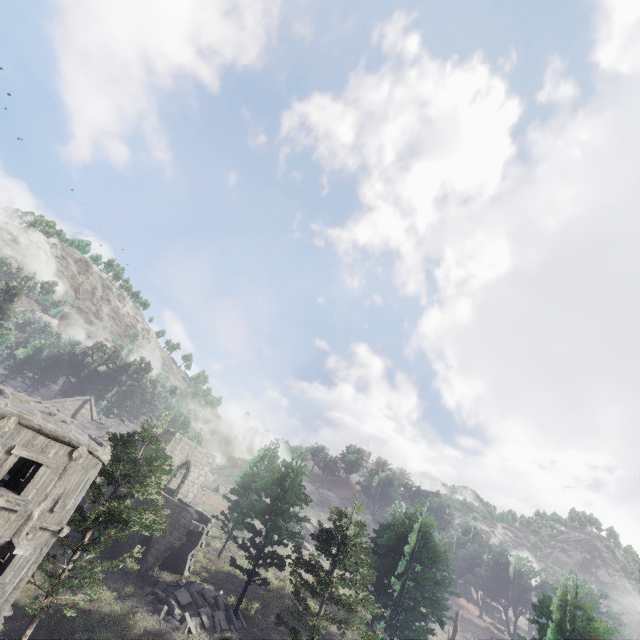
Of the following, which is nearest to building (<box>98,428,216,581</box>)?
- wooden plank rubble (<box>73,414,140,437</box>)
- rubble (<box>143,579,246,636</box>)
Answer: rubble (<box>143,579,246,636</box>)

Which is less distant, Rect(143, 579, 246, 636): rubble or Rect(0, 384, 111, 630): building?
Rect(0, 384, 111, 630): building

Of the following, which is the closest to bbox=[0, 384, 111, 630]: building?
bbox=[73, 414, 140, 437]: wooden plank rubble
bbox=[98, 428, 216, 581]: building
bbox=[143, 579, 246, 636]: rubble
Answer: bbox=[143, 579, 246, 636]: rubble

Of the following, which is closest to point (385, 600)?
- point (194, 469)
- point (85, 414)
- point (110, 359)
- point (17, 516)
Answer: point (194, 469)

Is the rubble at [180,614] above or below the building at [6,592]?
below

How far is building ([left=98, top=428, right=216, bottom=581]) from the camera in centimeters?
2355cm

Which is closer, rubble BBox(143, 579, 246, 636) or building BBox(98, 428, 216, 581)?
rubble BBox(143, 579, 246, 636)

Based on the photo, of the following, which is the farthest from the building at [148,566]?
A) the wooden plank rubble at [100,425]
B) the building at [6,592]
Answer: the building at [6,592]
